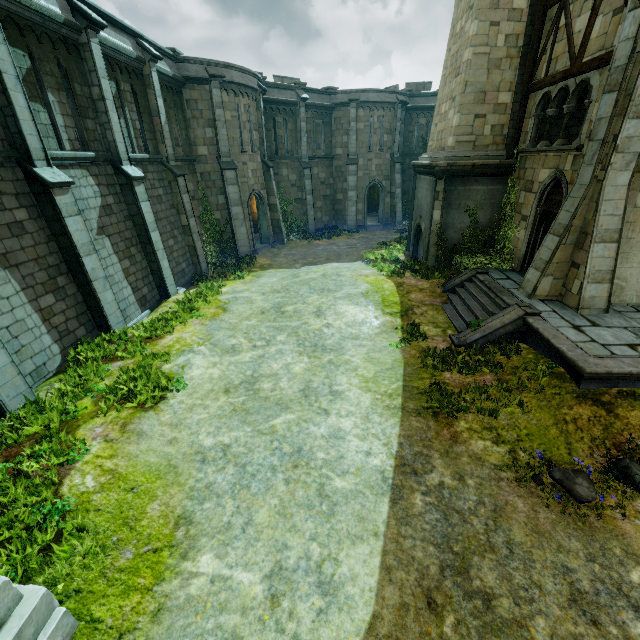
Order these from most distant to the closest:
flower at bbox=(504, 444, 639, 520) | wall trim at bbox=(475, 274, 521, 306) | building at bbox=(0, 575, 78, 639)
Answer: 1. wall trim at bbox=(475, 274, 521, 306)
2. flower at bbox=(504, 444, 639, 520)
3. building at bbox=(0, 575, 78, 639)

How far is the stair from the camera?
9.6m

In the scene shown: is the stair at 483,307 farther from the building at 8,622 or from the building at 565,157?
the building at 8,622

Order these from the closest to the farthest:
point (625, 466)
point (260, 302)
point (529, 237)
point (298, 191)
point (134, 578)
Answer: point (134, 578) → point (625, 466) → point (529, 237) → point (260, 302) → point (298, 191)

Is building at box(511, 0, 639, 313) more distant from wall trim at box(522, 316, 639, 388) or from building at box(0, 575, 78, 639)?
building at box(0, 575, 78, 639)

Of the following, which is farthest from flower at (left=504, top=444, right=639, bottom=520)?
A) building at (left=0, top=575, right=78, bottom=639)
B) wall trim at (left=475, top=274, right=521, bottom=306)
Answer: building at (left=0, top=575, right=78, bottom=639)

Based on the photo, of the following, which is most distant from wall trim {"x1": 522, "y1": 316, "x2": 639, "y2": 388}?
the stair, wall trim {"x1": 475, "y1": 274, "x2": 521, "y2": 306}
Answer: wall trim {"x1": 475, "y1": 274, "x2": 521, "y2": 306}
